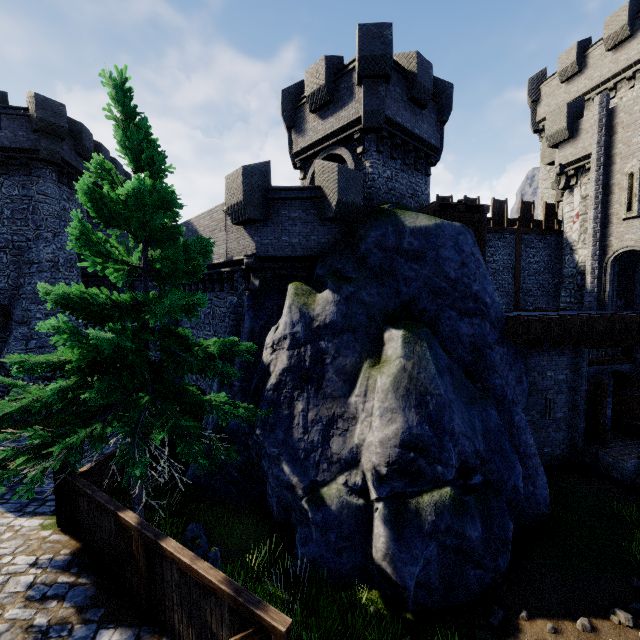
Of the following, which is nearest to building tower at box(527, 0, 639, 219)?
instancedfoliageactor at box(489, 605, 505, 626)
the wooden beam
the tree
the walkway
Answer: the wooden beam

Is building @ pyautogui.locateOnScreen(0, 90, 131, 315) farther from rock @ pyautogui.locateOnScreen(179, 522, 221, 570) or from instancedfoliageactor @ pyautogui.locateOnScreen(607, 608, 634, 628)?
instancedfoliageactor @ pyautogui.locateOnScreen(607, 608, 634, 628)

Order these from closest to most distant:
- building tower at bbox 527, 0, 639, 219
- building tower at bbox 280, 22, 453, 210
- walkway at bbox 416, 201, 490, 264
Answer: building tower at bbox 280, 22, 453, 210
walkway at bbox 416, 201, 490, 264
building tower at bbox 527, 0, 639, 219

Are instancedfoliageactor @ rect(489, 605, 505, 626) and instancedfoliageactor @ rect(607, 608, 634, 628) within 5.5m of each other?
yes

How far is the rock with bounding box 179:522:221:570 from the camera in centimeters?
720cm

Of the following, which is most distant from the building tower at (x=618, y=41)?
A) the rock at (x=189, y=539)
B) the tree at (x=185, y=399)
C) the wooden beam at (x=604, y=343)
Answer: the rock at (x=189, y=539)

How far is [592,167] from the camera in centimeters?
1702cm

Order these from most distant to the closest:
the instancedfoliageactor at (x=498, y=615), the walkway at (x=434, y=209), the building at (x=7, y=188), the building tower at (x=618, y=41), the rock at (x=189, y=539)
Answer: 1. the building tower at (x=618, y=41)
2. the building at (x=7, y=188)
3. the walkway at (x=434, y=209)
4. the rock at (x=189, y=539)
5. the instancedfoliageactor at (x=498, y=615)
